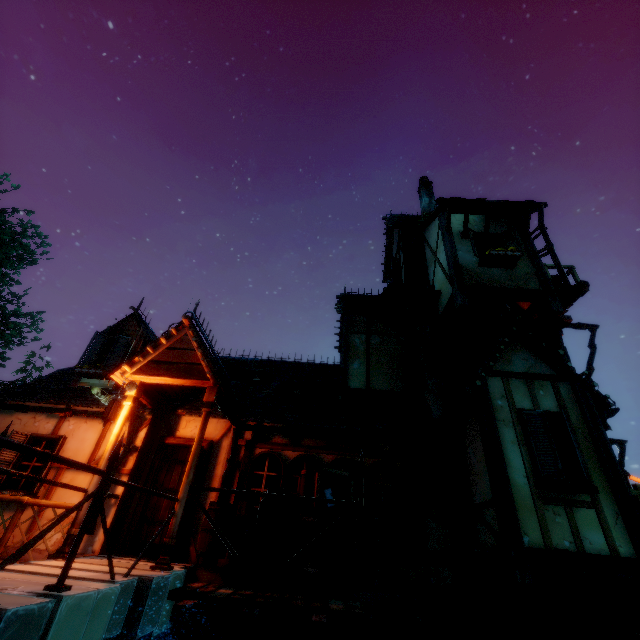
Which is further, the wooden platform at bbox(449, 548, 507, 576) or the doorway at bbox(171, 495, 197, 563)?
the doorway at bbox(171, 495, 197, 563)

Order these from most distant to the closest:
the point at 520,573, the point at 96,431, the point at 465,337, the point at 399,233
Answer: the point at 399,233
the point at 465,337
the point at 96,431
the point at 520,573

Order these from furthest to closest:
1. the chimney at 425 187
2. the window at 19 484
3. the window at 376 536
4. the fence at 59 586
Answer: the chimney at 425 187
the window at 19 484
the window at 376 536
the fence at 59 586

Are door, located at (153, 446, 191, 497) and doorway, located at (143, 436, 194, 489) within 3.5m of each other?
yes

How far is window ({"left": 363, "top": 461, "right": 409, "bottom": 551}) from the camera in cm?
607

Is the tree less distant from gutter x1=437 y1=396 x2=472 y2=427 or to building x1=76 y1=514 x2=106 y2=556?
building x1=76 y1=514 x2=106 y2=556

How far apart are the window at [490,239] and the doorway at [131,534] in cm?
814

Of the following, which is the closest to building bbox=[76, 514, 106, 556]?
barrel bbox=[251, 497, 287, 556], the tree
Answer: barrel bbox=[251, 497, 287, 556]
